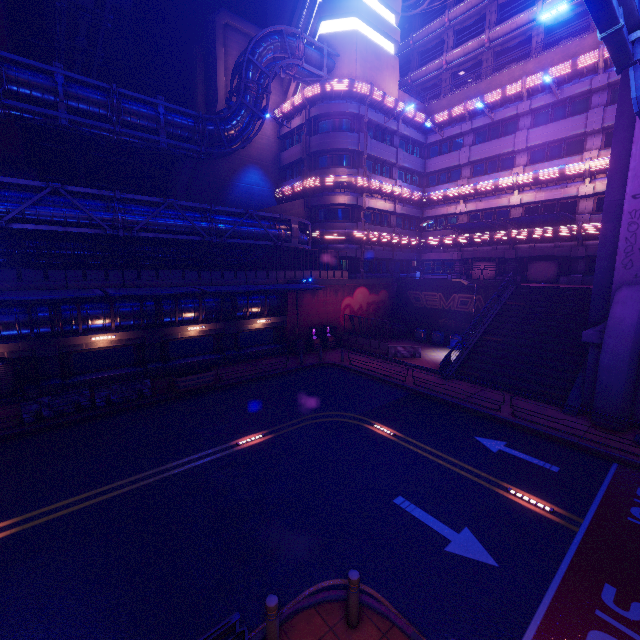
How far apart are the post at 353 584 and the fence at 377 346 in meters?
19.5

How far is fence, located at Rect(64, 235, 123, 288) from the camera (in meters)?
16.80

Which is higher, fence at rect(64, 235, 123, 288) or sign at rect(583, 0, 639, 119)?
sign at rect(583, 0, 639, 119)

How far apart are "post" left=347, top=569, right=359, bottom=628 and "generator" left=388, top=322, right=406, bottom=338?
26.4m

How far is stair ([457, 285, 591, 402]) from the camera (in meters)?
17.70

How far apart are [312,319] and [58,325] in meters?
16.8

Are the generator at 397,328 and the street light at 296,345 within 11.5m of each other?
yes

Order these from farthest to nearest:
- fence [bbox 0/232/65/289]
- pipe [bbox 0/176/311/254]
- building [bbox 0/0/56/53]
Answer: building [bbox 0/0/56/53] < fence [bbox 0/232/65/289] < pipe [bbox 0/176/311/254]
